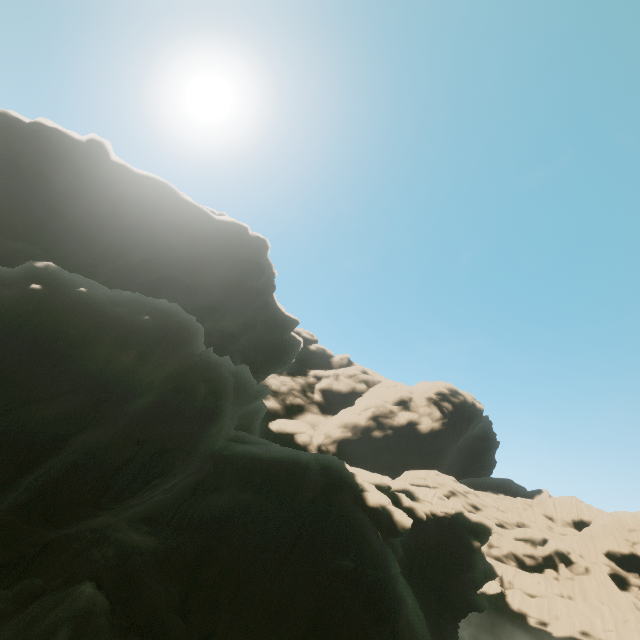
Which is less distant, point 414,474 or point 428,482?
point 428,482
